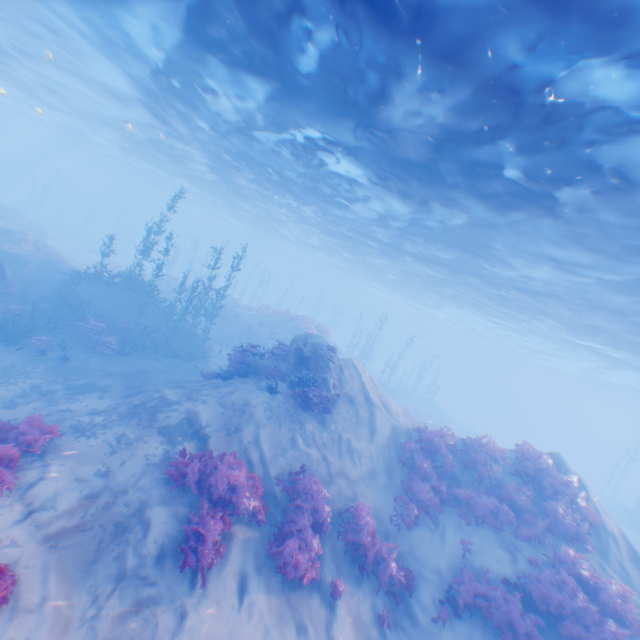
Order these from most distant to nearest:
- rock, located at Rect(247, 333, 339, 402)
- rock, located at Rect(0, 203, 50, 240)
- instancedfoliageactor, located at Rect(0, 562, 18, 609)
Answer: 1. rock, located at Rect(0, 203, 50, 240)
2. rock, located at Rect(247, 333, 339, 402)
3. instancedfoliageactor, located at Rect(0, 562, 18, 609)

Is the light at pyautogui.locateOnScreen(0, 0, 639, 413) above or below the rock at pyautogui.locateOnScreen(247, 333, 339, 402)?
above

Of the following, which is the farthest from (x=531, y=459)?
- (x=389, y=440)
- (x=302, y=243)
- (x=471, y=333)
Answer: (x=471, y=333)

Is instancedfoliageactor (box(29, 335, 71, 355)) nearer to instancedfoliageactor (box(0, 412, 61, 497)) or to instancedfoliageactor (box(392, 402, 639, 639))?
instancedfoliageactor (box(0, 412, 61, 497))

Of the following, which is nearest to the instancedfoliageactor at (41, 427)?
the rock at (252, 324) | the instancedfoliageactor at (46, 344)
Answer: the instancedfoliageactor at (46, 344)

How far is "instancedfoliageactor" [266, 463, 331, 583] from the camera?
7.51m

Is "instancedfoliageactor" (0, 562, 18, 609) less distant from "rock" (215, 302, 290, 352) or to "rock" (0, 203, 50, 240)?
"rock" (0, 203, 50, 240)

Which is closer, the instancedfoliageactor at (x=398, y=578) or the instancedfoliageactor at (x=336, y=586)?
the instancedfoliageactor at (x=336, y=586)
